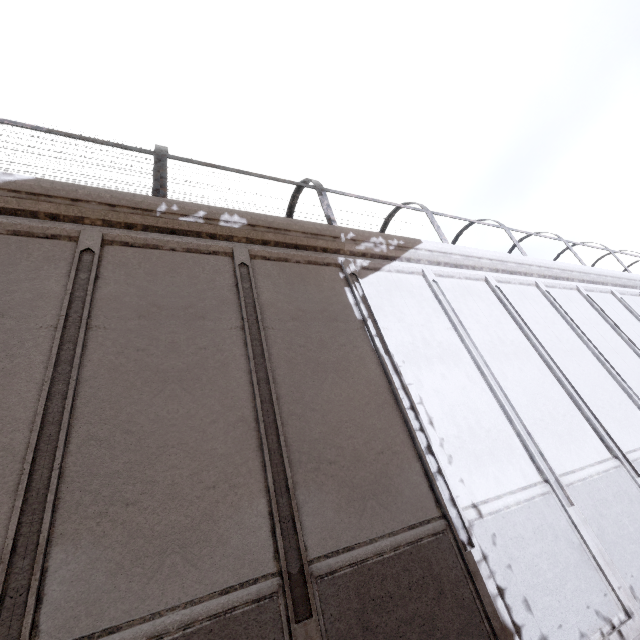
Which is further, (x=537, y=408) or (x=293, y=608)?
(x=537, y=408)
